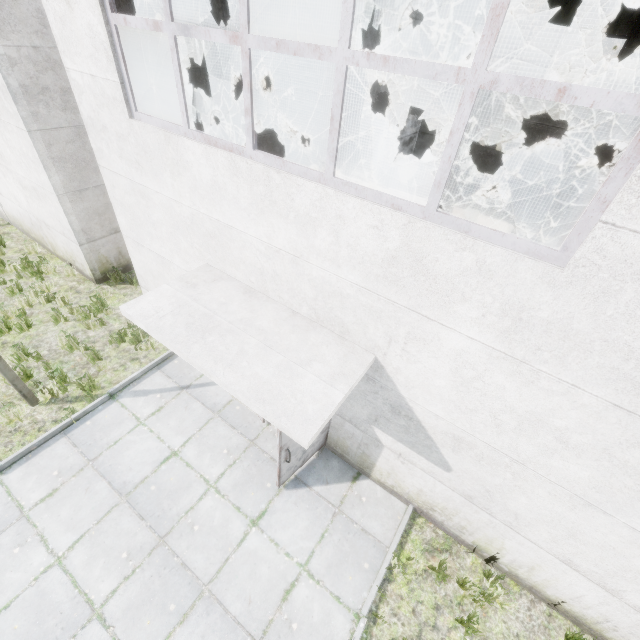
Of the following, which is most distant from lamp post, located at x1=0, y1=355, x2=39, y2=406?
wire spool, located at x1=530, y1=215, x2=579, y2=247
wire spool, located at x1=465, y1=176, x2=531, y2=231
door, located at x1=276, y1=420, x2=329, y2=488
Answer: wire spool, located at x1=465, y1=176, x2=531, y2=231

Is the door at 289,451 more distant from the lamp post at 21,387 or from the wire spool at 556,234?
the wire spool at 556,234

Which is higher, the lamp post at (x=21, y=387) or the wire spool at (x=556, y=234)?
the wire spool at (x=556, y=234)

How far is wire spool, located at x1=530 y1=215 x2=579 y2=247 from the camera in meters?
10.8

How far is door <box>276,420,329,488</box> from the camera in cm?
464

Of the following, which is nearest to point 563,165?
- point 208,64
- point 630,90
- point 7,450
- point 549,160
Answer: point 549,160

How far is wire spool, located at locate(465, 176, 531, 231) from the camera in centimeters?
1349cm

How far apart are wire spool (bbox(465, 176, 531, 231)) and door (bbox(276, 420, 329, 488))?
12.8m
